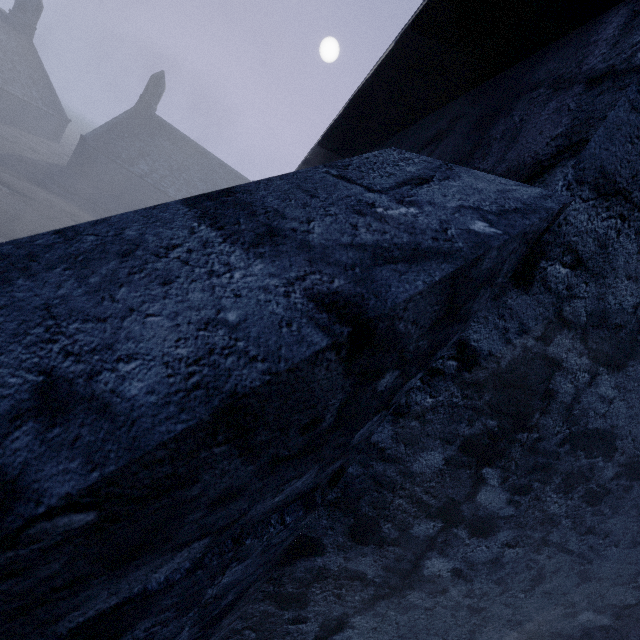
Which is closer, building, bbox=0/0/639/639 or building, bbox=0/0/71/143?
building, bbox=0/0/639/639

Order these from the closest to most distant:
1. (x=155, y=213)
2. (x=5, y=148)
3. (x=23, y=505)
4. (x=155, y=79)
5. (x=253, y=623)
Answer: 1. (x=23, y=505)
2. (x=155, y=213)
3. (x=253, y=623)
4. (x=5, y=148)
5. (x=155, y=79)

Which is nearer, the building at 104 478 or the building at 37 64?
the building at 104 478
